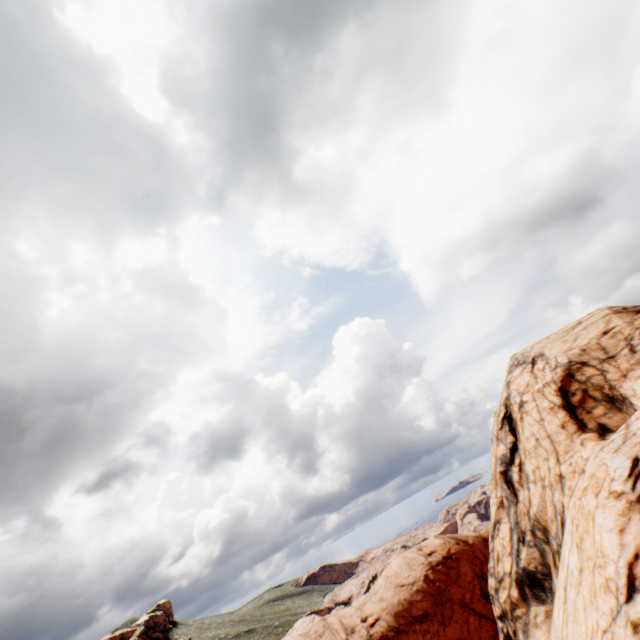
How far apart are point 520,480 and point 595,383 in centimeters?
541cm
